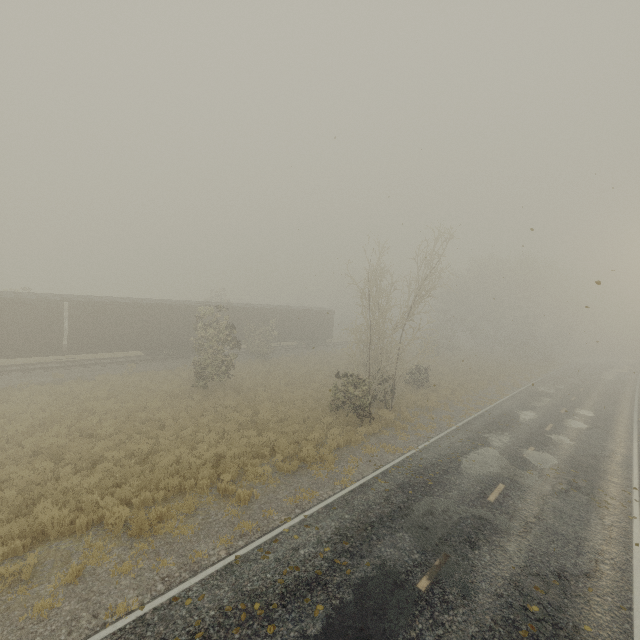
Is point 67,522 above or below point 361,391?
below
